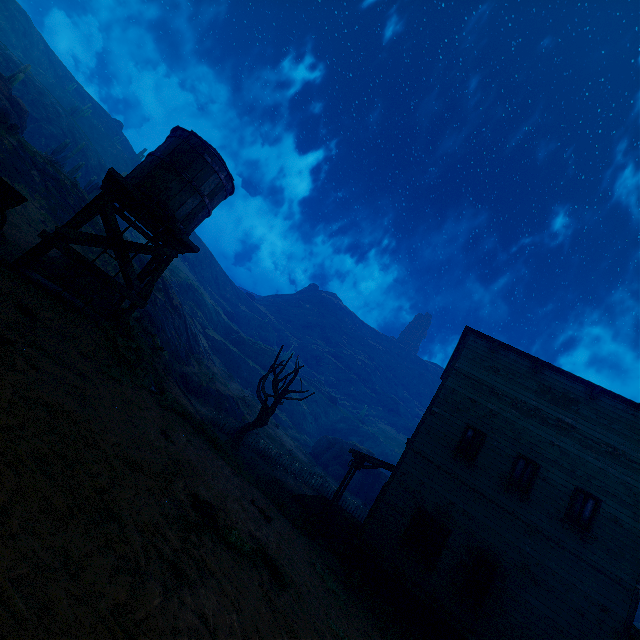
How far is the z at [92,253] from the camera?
17.9 meters

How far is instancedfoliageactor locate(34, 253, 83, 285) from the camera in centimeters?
1188cm

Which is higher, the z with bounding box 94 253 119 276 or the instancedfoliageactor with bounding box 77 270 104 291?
the z with bounding box 94 253 119 276

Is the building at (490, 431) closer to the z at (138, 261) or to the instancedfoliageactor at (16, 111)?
the z at (138, 261)

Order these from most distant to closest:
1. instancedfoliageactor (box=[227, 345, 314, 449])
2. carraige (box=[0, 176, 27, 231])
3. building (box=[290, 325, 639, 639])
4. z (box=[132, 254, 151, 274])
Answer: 1. z (box=[132, 254, 151, 274])
2. instancedfoliageactor (box=[227, 345, 314, 449])
3. building (box=[290, 325, 639, 639])
4. carraige (box=[0, 176, 27, 231])

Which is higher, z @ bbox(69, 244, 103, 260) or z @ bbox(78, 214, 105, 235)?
z @ bbox(78, 214, 105, 235)

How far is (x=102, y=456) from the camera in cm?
387

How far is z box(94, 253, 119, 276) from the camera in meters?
19.2 m
